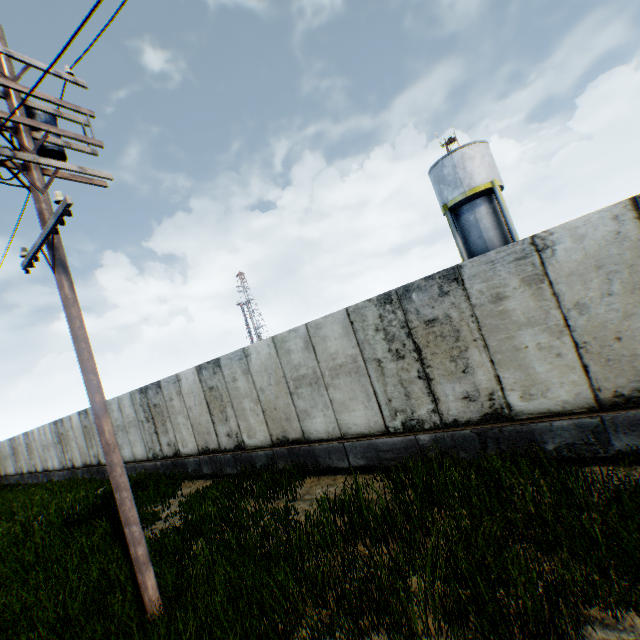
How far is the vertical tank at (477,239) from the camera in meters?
20.8

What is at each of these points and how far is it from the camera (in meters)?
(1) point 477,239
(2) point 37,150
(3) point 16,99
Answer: (1) vertical tank, 21.50
(2) street light, 5.21
(3) street light, 5.21

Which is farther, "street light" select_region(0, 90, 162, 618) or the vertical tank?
the vertical tank

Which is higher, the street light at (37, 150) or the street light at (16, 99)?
the street light at (16, 99)

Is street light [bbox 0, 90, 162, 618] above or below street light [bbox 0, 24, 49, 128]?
below

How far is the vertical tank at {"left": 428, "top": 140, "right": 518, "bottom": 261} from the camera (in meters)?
20.80
